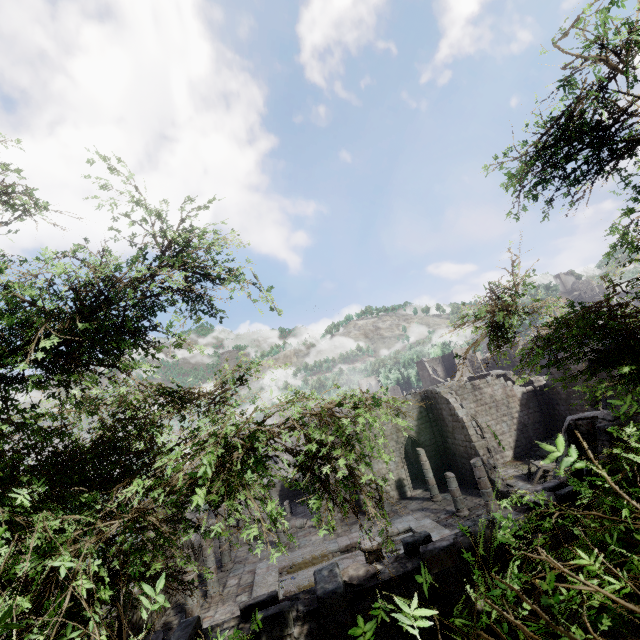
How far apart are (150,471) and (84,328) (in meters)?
4.18
